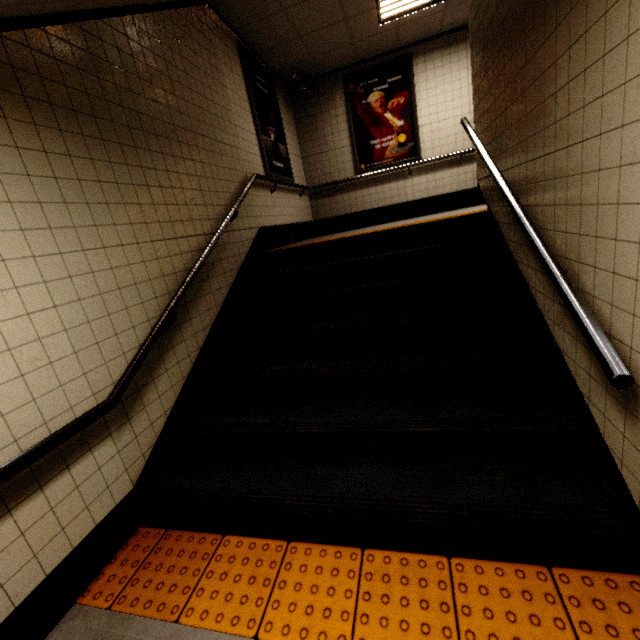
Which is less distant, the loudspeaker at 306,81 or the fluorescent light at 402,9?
the fluorescent light at 402,9

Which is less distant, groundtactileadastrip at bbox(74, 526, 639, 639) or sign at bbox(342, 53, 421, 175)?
groundtactileadastrip at bbox(74, 526, 639, 639)

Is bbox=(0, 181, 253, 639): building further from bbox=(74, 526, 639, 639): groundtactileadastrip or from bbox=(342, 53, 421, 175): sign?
bbox=(342, 53, 421, 175): sign

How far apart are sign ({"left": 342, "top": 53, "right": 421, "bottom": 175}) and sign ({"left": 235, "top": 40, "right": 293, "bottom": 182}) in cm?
141

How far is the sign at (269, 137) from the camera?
4.6 meters

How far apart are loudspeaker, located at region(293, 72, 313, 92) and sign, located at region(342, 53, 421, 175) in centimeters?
65cm

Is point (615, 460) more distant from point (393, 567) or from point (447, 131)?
point (447, 131)

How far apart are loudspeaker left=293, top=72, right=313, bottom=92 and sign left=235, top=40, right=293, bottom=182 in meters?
0.5
